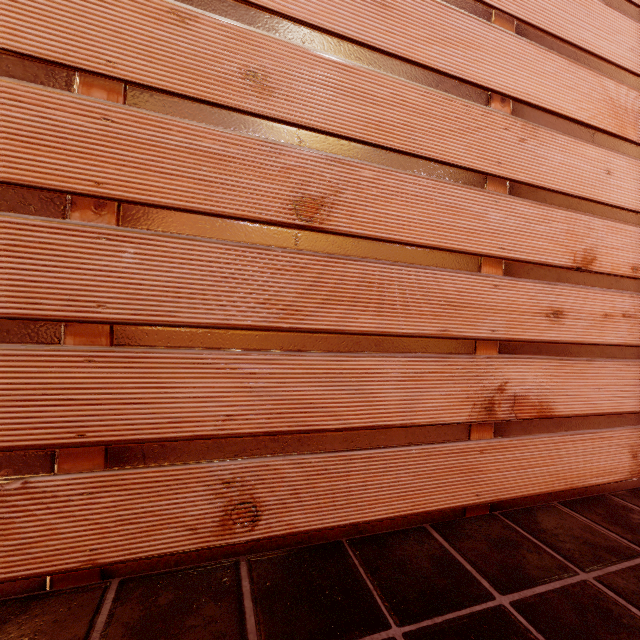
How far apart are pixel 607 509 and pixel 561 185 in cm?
257
